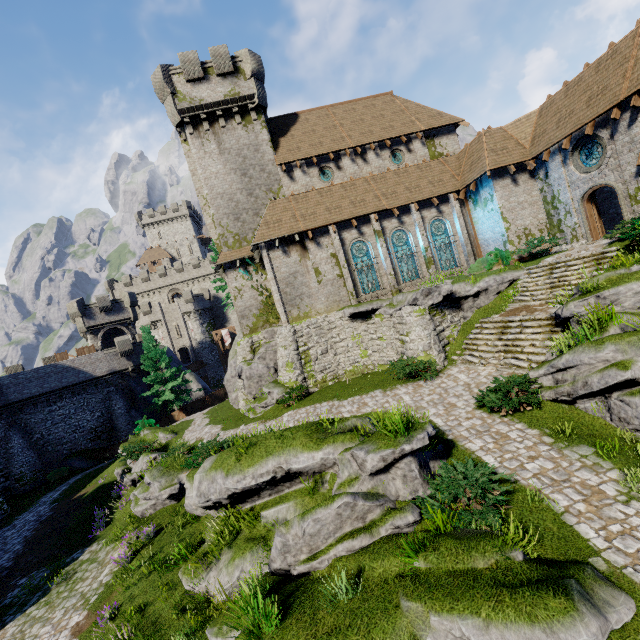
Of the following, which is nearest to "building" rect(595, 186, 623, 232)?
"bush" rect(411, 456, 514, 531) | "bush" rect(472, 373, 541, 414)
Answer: "bush" rect(472, 373, 541, 414)

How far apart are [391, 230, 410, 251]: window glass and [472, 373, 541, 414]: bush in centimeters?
1153cm

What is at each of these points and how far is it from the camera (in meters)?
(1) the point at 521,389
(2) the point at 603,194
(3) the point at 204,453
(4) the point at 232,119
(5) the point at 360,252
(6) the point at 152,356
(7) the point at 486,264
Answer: (1) bush, 10.79
(2) building, 21.78
(3) bush, 15.83
(4) building, 23.98
(5) window glass, 22.20
(6) tree, 32.59
(7) bush, 21.42

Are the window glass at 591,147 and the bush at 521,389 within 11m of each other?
no

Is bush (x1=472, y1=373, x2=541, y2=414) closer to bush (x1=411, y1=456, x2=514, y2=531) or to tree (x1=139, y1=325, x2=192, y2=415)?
bush (x1=411, y1=456, x2=514, y2=531)

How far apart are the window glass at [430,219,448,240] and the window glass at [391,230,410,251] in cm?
151

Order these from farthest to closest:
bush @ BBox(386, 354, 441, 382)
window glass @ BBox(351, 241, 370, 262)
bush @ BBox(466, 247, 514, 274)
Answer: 1. window glass @ BBox(351, 241, 370, 262)
2. bush @ BBox(466, 247, 514, 274)
3. bush @ BBox(386, 354, 441, 382)

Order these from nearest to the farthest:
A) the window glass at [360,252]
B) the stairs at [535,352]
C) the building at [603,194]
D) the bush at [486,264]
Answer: the stairs at [535,352]
the bush at [486,264]
the building at [603,194]
the window glass at [360,252]
